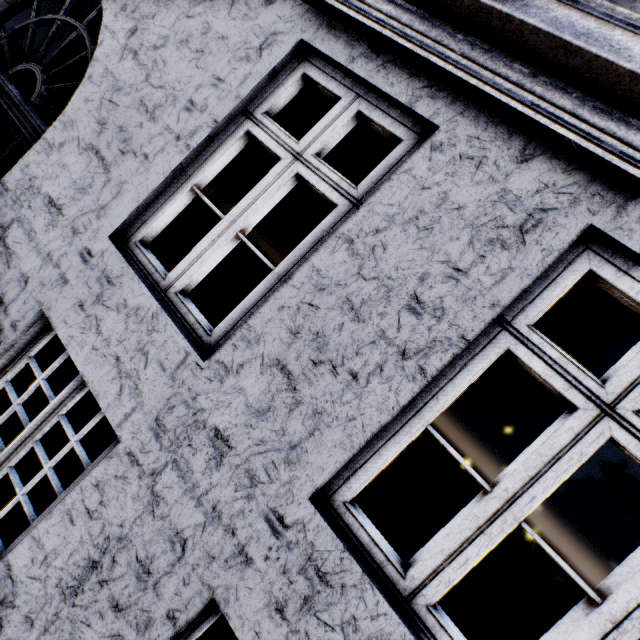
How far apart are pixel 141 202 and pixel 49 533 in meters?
2.0 m
